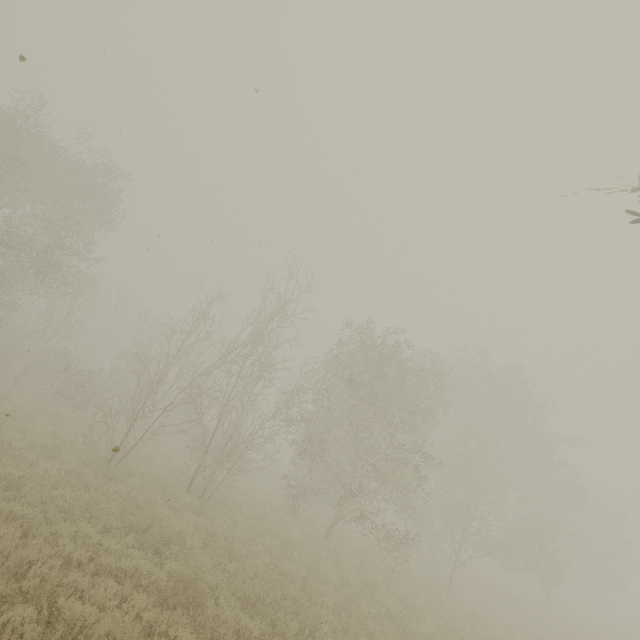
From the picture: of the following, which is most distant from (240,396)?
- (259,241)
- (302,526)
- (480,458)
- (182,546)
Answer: (480,458)
